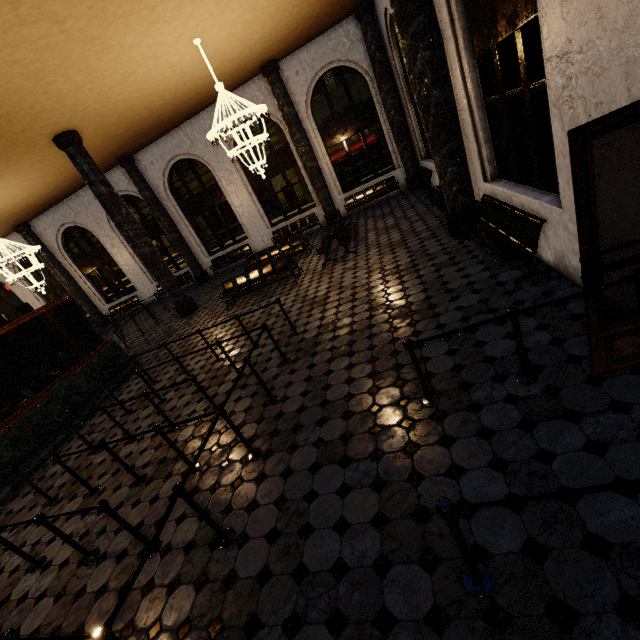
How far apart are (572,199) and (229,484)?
5.3 meters
